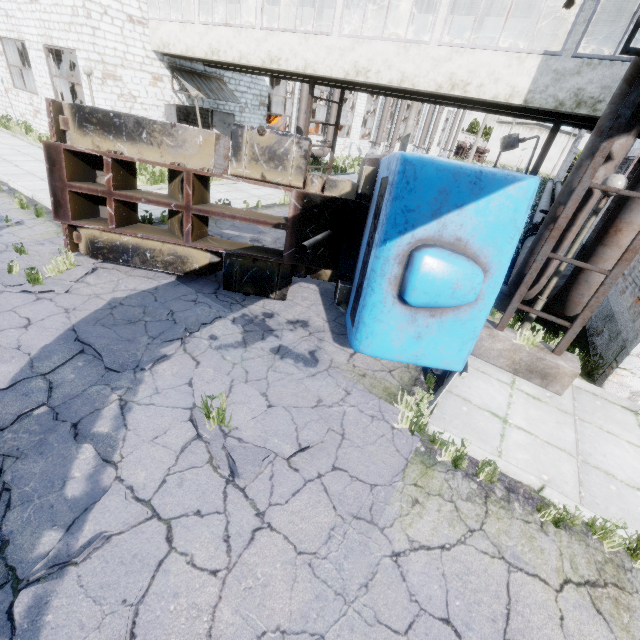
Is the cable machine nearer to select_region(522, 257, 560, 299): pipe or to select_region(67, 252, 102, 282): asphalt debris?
select_region(522, 257, 560, 299): pipe

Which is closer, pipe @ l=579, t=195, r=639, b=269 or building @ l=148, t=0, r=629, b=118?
pipe @ l=579, t=195, r=639, b=269

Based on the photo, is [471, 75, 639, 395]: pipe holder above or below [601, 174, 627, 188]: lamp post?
below

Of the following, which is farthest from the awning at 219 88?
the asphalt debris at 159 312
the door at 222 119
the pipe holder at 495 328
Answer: the pipe holder at 495 328

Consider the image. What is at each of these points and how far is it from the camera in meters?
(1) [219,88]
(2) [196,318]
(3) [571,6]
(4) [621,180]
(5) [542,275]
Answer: (1) awning, 16.6 m
(2) asphalt debris, 5.8 m
(3) building, 9.4 m
(4) lamp post, 4.8 m
(5) pipe, 6.2 m

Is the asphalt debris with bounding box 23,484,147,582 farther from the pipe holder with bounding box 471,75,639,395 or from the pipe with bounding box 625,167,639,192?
the pipe holder with bounding box 471,75,639,395

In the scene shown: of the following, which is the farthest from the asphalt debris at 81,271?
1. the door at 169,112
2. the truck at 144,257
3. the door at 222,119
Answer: the door at 222,119

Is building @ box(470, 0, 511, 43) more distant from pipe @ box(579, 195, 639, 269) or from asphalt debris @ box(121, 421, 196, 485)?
asphalt debris @ box(121, 421, 196, 485)
